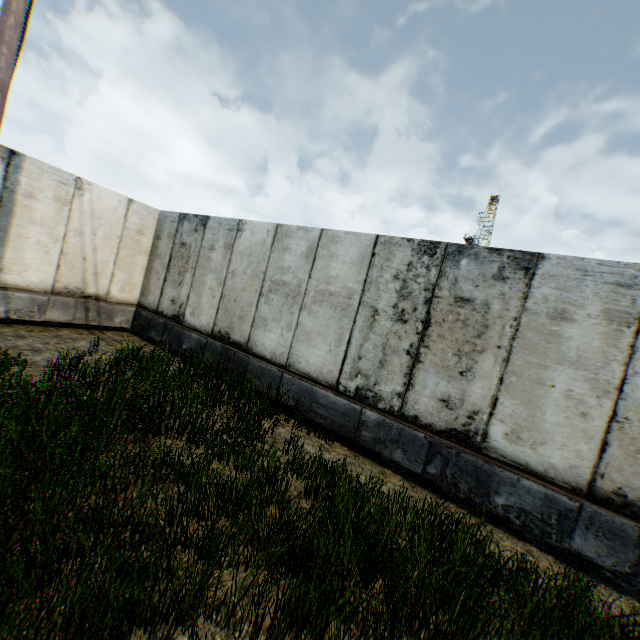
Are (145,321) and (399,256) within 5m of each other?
no
